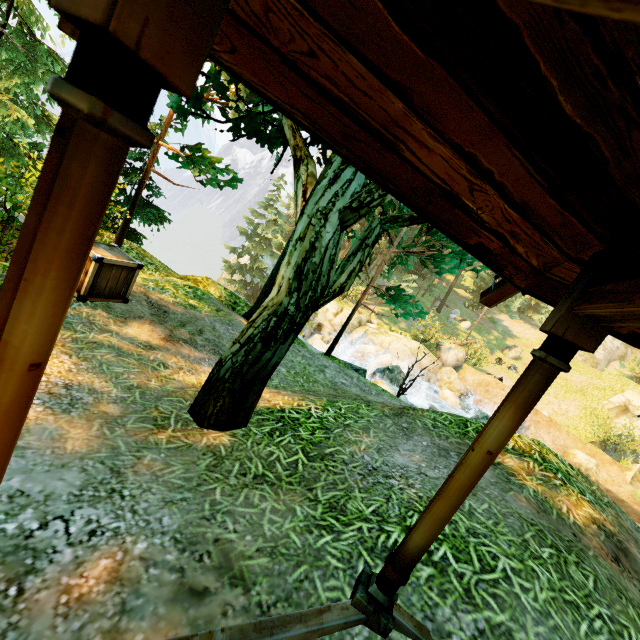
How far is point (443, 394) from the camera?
20.3m

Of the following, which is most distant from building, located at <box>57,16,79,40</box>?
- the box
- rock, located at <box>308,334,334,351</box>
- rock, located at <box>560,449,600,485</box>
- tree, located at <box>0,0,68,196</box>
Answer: rock, located at <box>560,449,600,485</box>

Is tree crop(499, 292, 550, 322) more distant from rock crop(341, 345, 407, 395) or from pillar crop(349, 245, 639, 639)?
rock crop(341, 345, 407, 395)

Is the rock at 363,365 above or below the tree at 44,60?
below

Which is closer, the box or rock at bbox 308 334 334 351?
the box

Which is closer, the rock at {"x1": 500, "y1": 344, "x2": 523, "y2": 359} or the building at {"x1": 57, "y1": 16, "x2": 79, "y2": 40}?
the building at {"x1": 57, "y1": 16, "x2": 79, "y2": 40}

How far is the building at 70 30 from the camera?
1.3m

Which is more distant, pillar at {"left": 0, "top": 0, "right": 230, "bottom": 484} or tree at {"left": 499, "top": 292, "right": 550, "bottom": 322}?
tree at {"left": 499, "top": 292, "right": 550, "bottom": 322}
